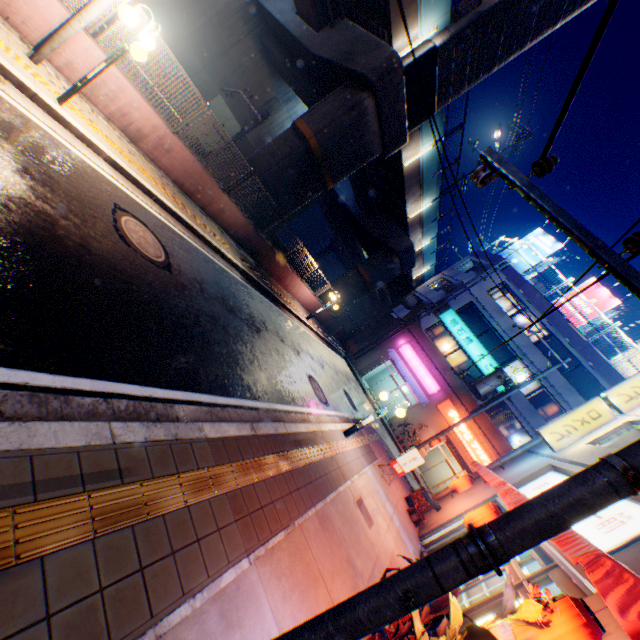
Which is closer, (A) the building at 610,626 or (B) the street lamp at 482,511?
(A) the building at 610,626

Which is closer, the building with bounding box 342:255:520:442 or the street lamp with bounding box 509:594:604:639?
the street lamp with bounding box 509:594:604:639

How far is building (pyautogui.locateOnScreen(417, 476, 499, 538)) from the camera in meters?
11.7

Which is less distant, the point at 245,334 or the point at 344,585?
the point at 344,585

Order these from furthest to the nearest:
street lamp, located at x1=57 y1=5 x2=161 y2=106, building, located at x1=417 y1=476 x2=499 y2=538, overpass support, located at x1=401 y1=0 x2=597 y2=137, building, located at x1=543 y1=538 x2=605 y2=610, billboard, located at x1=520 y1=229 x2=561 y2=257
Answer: billboard, located at x1=520 y1=229 x2=561 y2=257
overpass support, located at x1=401 y1=0 x2=597 y2=137
building, located at x1=417 y1=476 x2=499 y2=538
street lamp, located at x1=57 y1=5 x2=161 y2=106
building, located at x1=543 y1=538 x2=605 y2=610

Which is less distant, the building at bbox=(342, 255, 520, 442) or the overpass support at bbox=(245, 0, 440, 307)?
the overpass support at bbox=(245, 0, 440, 307)

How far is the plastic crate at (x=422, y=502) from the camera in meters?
12.5 m

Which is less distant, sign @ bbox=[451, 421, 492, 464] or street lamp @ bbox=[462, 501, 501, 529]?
street lamp @ bbox=[462, 501, 501, 529]
